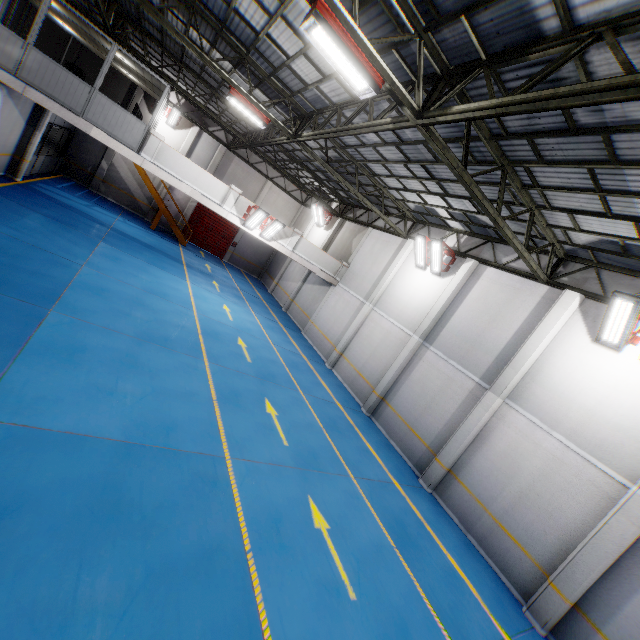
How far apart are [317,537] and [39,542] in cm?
444

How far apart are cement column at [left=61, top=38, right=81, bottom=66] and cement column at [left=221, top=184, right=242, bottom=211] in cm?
1483

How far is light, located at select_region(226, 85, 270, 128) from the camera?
11.3 meters

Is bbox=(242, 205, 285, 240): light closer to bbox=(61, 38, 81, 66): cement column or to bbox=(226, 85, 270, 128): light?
bbox=(226, 85, 270, 128): light

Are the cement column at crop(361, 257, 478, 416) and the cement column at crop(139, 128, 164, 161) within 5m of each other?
no

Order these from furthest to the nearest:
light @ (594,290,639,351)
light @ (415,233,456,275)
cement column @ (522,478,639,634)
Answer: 1. light @ (415,233,456,275)
2. light @ (594,290,639,351)
3. cement column @ (522,478,639,634)

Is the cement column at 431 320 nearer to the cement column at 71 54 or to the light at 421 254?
the light at 421 254

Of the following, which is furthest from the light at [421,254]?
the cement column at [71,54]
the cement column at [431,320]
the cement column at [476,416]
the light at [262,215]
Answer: the cement column at [71,54]
